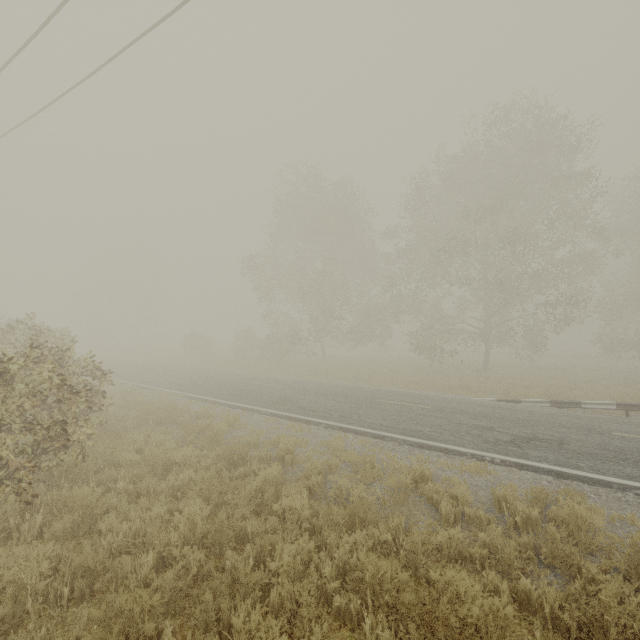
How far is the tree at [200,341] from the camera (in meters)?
33.72

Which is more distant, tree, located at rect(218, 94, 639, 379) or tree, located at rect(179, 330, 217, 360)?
tree, located at rect(179, 330, 217, 360)

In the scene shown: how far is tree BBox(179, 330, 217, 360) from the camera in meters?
33.7 m

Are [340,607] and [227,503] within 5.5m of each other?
yes

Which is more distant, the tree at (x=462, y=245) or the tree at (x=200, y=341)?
the tree at (x=200, y=341)

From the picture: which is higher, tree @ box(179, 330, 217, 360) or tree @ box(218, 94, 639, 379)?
tree @ box(218, 94, 639, 379)
